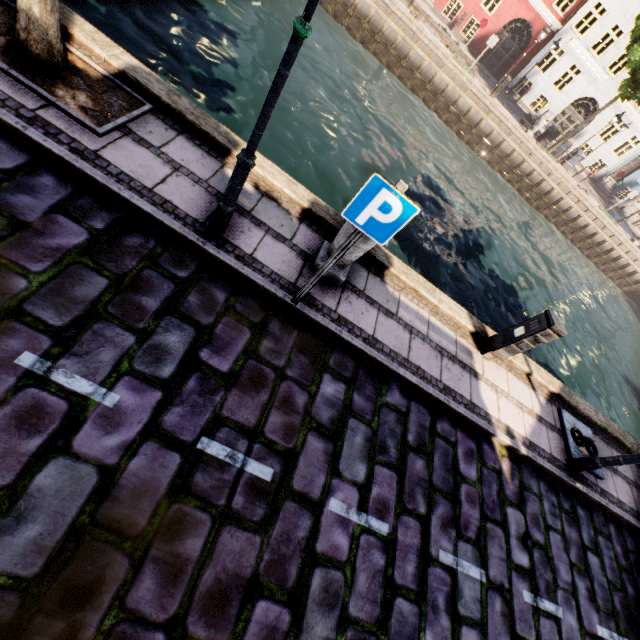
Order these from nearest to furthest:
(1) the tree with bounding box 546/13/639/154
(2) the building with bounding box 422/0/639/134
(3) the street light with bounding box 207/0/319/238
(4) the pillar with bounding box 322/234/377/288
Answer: (3) the street light with bounding box 207/0/319/238 → (4) the pillar with bounding box 322/234/377/288 → (1) the tree with bounding box 546/13/639/154 → (2) the building with bounding box 422/0/639/134

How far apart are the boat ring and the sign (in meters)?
5.79

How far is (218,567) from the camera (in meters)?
2.55

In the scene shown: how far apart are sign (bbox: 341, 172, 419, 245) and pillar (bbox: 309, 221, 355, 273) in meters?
0.9

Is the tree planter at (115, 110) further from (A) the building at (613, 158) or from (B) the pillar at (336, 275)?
(A) the building at (613, 158)

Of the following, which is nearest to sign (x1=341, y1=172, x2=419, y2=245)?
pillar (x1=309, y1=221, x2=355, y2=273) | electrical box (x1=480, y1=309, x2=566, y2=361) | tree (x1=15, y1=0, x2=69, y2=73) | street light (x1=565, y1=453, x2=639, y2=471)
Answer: pillar (x1=309, y1=221, x2=355, y2=273)

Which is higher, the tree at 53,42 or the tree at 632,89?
the tree at 632,89

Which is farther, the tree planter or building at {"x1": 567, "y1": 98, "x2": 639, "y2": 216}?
building at {"x1": 567, "y1": 98, "x2": 639, "y2": 216}
